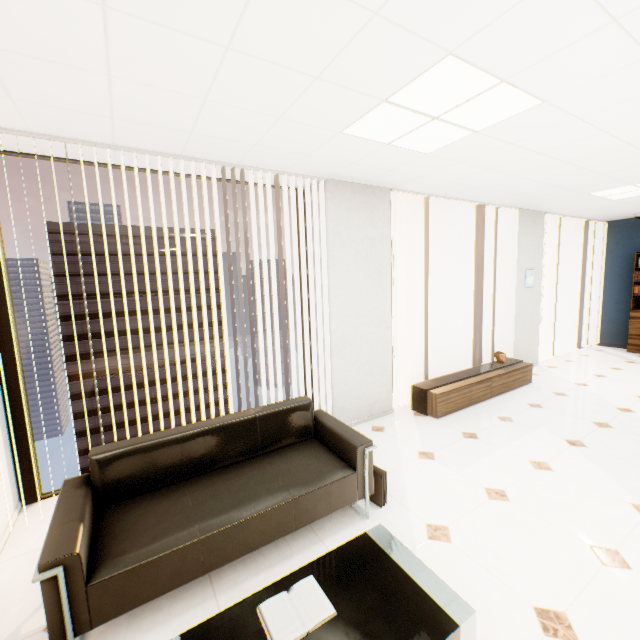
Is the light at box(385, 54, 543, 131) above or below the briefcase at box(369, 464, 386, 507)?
above

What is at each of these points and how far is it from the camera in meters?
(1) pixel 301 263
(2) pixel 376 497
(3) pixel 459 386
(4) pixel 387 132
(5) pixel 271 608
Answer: (1) window, 4.0 m
(2) briefcase, 2.7 m
(3) cupboard, 4.4 m
(4) light, 2.5 m
(5) book, 1.4 m

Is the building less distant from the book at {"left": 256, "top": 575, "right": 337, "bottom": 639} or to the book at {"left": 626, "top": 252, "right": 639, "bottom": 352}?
the book at {"left": 626, "top": 252, "right": 639, "bottom": 352}

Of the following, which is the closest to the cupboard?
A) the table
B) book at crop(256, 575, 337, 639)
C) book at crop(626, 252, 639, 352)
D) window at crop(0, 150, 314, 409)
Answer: window at crop(0, 150, 314, 409)

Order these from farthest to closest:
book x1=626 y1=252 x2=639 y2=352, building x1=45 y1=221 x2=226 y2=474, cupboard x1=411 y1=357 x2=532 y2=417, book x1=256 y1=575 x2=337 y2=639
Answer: building x1=45 y1=221 x2=226 y2=474
book x1=626 y1=252 x2=639 y2=352
cupboard x1=411 y1=357 x2=532 y2=417
book x1=256 y1=575 x2=337 y2=639

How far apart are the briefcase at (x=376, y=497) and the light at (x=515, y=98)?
2.7m

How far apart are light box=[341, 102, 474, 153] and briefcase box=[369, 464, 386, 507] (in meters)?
2.68

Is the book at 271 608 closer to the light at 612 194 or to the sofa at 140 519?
the sofa at 140 519
